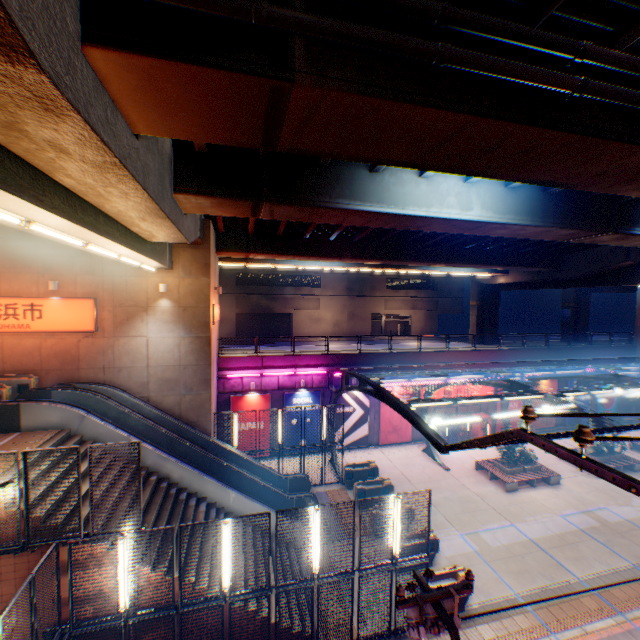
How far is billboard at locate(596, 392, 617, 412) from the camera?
29.27m

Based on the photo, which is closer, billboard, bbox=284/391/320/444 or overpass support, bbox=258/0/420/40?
overpass support, bbox=258/0/420/40

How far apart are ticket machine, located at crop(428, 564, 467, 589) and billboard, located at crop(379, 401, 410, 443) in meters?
12.2 m

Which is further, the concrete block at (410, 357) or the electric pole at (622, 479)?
the concrete block at (410, 357)

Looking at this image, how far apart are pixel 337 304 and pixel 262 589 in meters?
36.7 m

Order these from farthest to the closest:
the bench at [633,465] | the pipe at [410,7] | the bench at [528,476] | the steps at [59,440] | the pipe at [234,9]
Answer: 1. the bench at [633,465]
2. the bench at [528,476]
3. the steps at [59,440]
4. the pipe at [410,7]
5. the pipe at [234,9]

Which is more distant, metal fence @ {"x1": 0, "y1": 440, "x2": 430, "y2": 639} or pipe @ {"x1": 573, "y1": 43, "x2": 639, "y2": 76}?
metal fence @ {"x1": 0, "y1": 440, "x2": 430, "y2": 639}

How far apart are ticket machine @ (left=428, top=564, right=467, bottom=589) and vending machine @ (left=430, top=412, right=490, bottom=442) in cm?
1387
